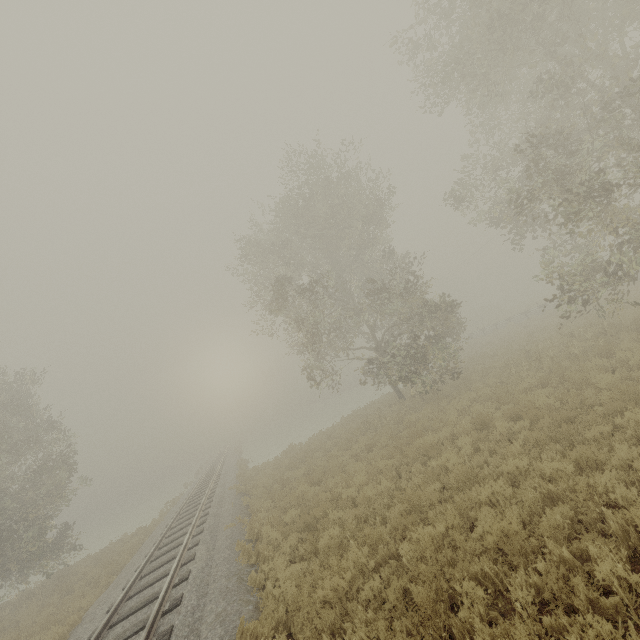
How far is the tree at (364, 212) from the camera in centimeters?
1708cm

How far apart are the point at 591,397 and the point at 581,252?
11.9m

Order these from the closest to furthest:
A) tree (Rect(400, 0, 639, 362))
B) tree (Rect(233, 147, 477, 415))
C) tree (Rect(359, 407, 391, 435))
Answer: tree (Rect(400, 0, 639, 362)) < tree (Rect(359, 407, 391, 435)) < tree (Rect(233, 147, 477, 415))

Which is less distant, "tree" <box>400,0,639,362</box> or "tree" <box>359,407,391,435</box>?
"tree" <box>400,0,639,362</box>

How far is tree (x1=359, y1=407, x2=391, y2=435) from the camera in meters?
16.5 m

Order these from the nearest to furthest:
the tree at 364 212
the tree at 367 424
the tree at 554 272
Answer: the tree at 554 272 < the tree at 367 424 < the tree at 364 212
